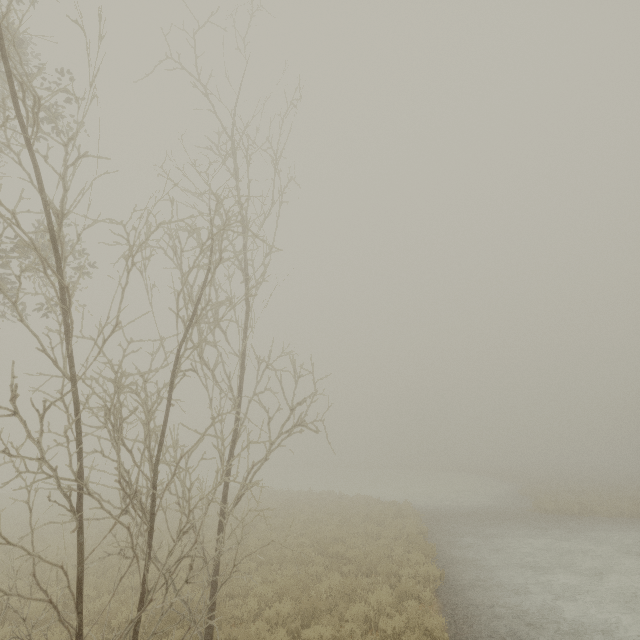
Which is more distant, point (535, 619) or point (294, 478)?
point (294, 478)
